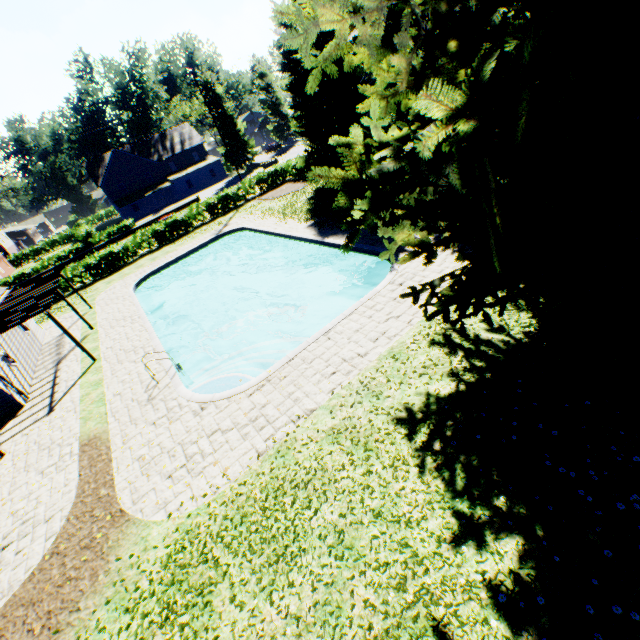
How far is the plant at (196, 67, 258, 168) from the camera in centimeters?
5263cm

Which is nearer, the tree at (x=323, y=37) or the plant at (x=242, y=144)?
the tree at (x=323, y=37)

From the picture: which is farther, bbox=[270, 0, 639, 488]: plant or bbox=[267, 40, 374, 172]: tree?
bbox=[267, 40, 374, 172]: tree

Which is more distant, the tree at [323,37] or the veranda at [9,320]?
the tree at [323,37]

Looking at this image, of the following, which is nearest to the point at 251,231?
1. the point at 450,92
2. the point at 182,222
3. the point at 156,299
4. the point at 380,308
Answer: the point at 156,299

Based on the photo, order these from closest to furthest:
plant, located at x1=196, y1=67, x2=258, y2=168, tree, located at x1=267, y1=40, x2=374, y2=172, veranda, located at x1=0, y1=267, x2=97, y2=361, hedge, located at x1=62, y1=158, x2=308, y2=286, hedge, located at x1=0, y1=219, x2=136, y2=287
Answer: veranda, located at x1=0, y1=267, x2=97, y2=361 < tree, located at x1=267, y1=40, x2=374, y2=172 < hedge, located at x1=62, y1=158, x2=308, y2=286 < hedge, located at x1=0, y1=219, x2=136, y2=287 < plant, located at x1=196, y1=67, x2=258, y2=168

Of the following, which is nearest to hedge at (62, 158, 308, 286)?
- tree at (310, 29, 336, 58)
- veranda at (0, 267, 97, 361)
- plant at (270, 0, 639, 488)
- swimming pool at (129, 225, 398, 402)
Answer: tree at (310, 29, 336, 58)
